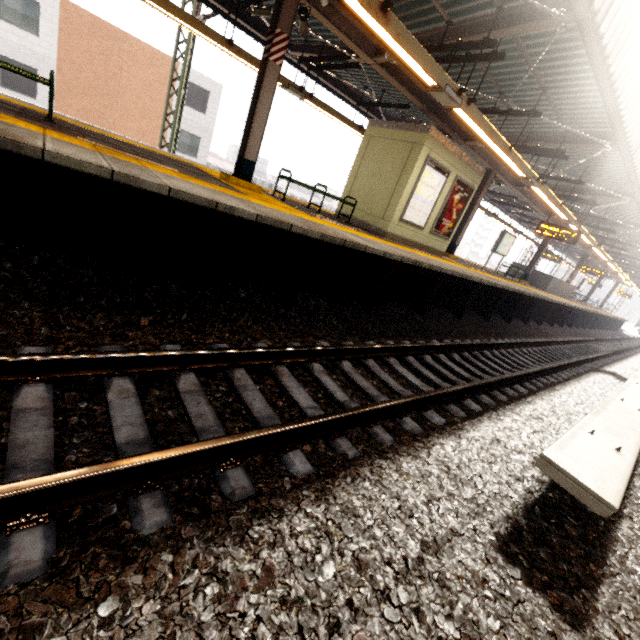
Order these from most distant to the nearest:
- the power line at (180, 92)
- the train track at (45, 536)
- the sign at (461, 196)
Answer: the power line at (180, 92), the sign at (461, 196), the train track at (45, 536)

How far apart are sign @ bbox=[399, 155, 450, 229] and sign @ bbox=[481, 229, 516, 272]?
8.0 meters

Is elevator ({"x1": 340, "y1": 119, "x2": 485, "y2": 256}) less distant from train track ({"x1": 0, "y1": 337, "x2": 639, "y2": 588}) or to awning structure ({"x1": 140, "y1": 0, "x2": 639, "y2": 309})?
awning structure ({"x1": 140, "y1": 0, "x2": 639, "y2": 309})

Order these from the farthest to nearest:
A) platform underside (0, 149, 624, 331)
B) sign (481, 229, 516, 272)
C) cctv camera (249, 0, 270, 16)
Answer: → sign (481, 229, 516, 272), cctv camera (249, 0, 270, 16), platform underside (0, 149, 624, 331)

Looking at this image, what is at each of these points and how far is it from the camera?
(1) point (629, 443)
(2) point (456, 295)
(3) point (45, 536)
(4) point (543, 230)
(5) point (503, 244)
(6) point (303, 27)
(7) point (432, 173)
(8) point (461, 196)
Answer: (1) electrical rail conduit, 3.40m
(2) platform underside, 9.09m
(3) train track, 1.46m
(4) sign, 13.10m
(5) sign, 16.14m
(6) loudspeaker, 6.59m
(7) sign, 9.02m
(8) sign, 10.33m

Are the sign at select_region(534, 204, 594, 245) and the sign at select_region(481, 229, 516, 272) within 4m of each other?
yes

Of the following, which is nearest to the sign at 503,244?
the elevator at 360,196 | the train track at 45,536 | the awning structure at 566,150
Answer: the awning structure at 566,150

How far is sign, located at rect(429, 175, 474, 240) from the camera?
9.95m
